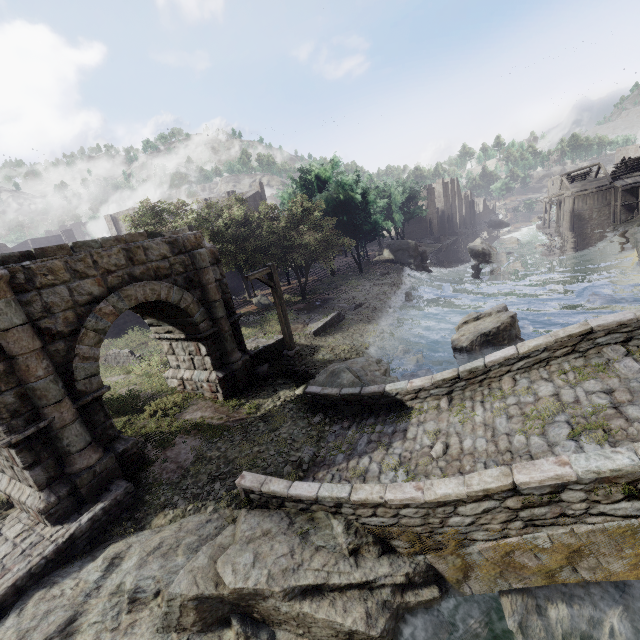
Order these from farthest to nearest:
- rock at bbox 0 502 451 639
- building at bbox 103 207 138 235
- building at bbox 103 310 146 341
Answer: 1. building at bbox 103 207 138 235
2. building at bbox 103 310 146 341
3. rock at bbox 0 502 451 639

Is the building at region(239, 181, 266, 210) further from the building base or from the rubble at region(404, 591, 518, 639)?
the rubble at region(404, 591, 518, 639)

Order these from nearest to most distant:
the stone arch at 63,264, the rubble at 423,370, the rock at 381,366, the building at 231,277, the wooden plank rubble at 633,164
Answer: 1. the stone arch at 63,264
2. the rock at 381,366
3. the rubble at 423,370
4. the building at 231,277
5. the wooden plank rubble at 633,164

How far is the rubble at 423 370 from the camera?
13.8 meters

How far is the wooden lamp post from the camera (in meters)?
11.71

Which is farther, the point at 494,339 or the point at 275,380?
the point at 494,339

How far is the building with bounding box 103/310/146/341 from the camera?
24.41m
